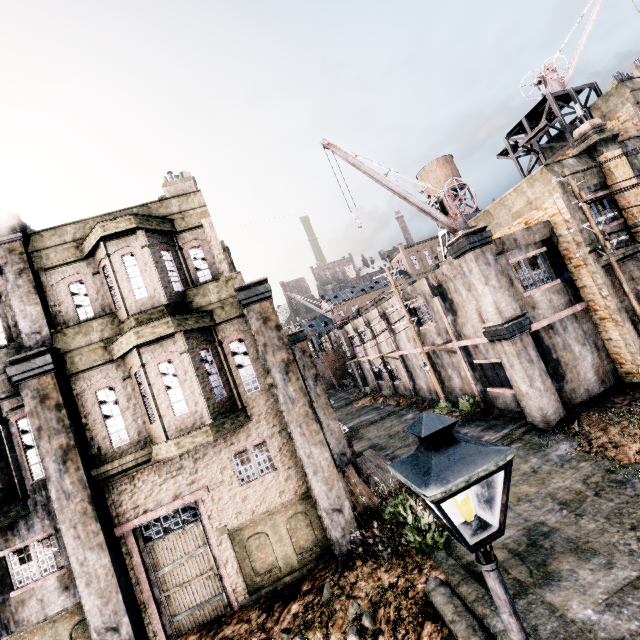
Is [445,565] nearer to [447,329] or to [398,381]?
[447,329]

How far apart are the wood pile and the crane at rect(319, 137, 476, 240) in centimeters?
1212cm

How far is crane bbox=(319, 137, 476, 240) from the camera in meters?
14.2 m

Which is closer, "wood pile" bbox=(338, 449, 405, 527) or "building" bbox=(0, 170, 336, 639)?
"building" bbox=(0, 170, 336, 639)

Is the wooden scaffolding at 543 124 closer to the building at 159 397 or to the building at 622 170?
the building at 622 170

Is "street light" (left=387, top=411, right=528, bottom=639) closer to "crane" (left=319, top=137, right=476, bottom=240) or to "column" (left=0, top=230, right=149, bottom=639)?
"column" (left=0, top=230, right=149, bottom=639)

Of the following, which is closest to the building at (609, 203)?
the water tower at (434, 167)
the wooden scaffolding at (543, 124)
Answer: the wooden scaffolding at (543, 124)

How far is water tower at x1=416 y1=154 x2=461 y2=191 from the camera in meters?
36.9 m
